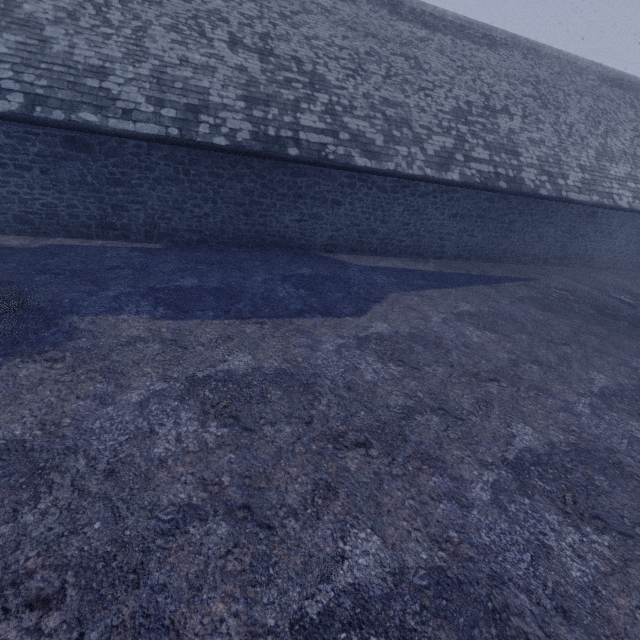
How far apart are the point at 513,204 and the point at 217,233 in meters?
11.1
